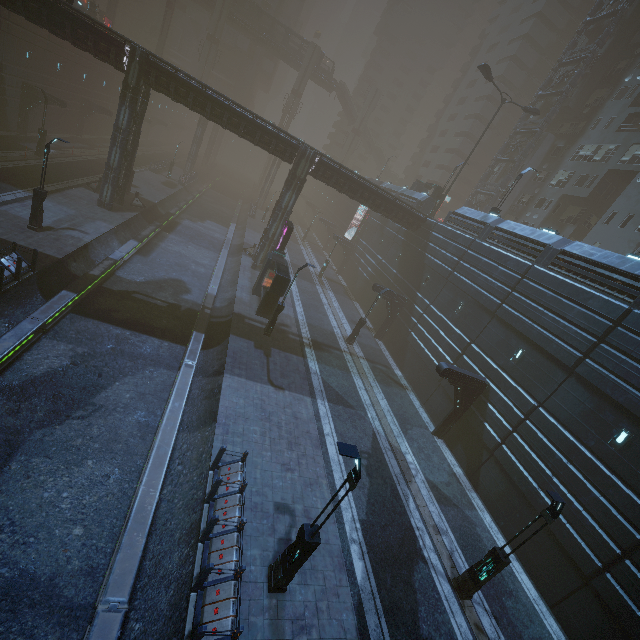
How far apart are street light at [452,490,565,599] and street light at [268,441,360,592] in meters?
6.7 m

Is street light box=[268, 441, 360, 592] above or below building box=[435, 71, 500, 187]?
below

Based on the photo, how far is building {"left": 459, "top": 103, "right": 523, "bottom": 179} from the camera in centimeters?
5544cm

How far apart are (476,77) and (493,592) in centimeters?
7562cm

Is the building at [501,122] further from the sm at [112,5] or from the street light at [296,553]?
the sm at [112,5]

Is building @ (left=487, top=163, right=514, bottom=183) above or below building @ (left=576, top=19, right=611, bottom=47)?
below

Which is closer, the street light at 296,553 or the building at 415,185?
the street light at 296,553

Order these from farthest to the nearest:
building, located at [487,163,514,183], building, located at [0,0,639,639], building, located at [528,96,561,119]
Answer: building, located at [487,163,514,183]
building, located at [528,96,561,119]
building, located at [0,0,639,639]
